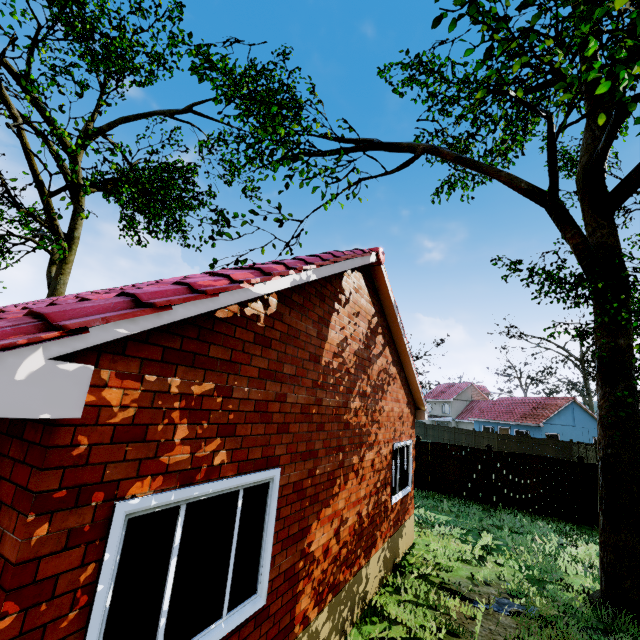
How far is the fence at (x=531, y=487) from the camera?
13.2m

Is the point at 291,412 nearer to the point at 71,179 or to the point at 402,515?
the point at 402,515

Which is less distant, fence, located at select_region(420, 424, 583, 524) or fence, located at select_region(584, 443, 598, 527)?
fence, located at select_region(584, 443, 598, 527)

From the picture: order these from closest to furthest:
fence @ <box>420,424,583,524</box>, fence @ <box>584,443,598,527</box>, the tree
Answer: the tree
fence @ <box>584,443,598,527</box>
fence @ <box>420,424,583,524</box>

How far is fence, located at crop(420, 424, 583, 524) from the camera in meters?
13.2 m

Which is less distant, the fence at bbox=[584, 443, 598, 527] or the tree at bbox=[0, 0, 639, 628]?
the tree at bbox=[0, 0, 639, 628]
